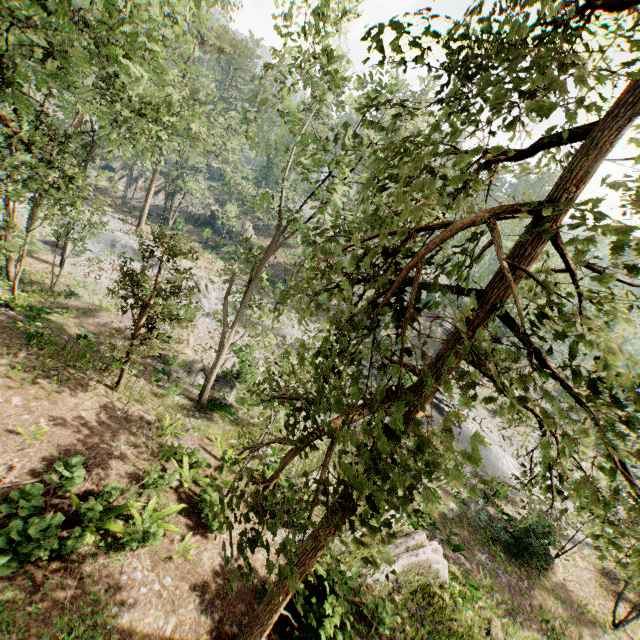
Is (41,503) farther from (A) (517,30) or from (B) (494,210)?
(A) (517,30)

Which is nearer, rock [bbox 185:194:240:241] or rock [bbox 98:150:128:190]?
rock [bbox 185:194:240:241]

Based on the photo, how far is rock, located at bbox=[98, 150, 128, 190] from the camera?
52.56m

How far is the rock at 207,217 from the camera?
48.7 meters

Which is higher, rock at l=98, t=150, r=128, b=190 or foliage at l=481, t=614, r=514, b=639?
rock at l=98, t=150, r=128, b=190

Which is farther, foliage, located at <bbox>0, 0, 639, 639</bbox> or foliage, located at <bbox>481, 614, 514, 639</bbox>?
foliage, located at <bbox>481, 614, 514, 639</bbox>

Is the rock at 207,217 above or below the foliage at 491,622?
above

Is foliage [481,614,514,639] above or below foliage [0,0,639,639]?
below
